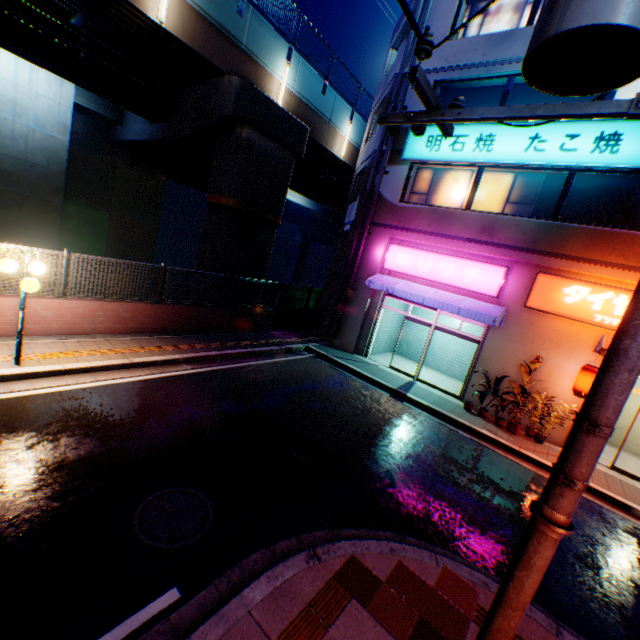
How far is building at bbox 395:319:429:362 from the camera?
16.0m

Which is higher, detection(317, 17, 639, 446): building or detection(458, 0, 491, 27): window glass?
detection(458, 0, 491, 27): window glass

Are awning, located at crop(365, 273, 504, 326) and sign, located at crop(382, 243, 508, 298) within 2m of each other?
yes

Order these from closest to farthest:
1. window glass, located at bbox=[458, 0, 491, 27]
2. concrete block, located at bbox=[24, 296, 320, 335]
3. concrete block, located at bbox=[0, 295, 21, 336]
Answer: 1. concrete block, located at bbox=[0, 295, 21, 336]
2. concrete block, located at bbox=[24, 296, 320, 335]
3. window glass, located at bbox=[458, 0, 491, 27]

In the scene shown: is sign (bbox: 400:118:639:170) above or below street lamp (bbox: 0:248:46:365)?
above

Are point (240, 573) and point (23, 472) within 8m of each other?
yes

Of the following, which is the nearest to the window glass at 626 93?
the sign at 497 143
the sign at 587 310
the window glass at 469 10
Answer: the sign at 497 143

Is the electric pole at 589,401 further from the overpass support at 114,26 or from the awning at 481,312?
the overpass support at 114,26
